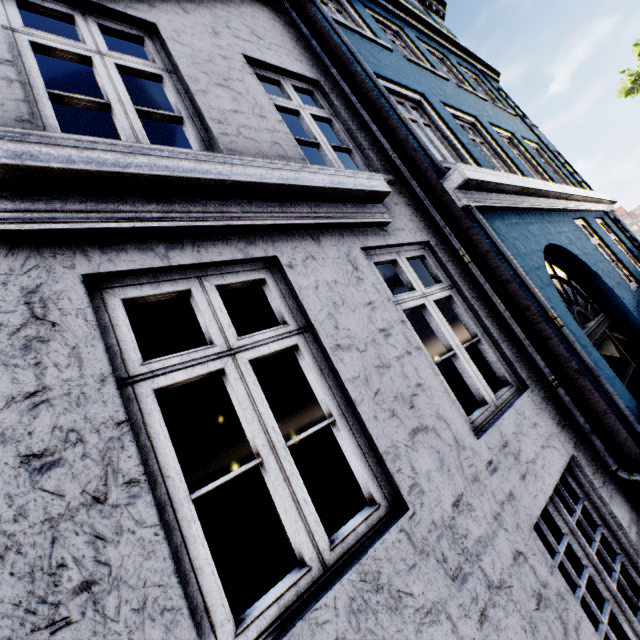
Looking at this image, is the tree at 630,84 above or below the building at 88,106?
above

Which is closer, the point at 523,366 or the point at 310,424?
the point at 523,366

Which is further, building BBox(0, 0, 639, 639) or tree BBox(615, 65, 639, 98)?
tree BBox(615, 65, 639, 98)

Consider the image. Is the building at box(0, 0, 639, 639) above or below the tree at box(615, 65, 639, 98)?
below

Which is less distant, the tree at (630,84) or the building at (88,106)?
the building at (88,106)
